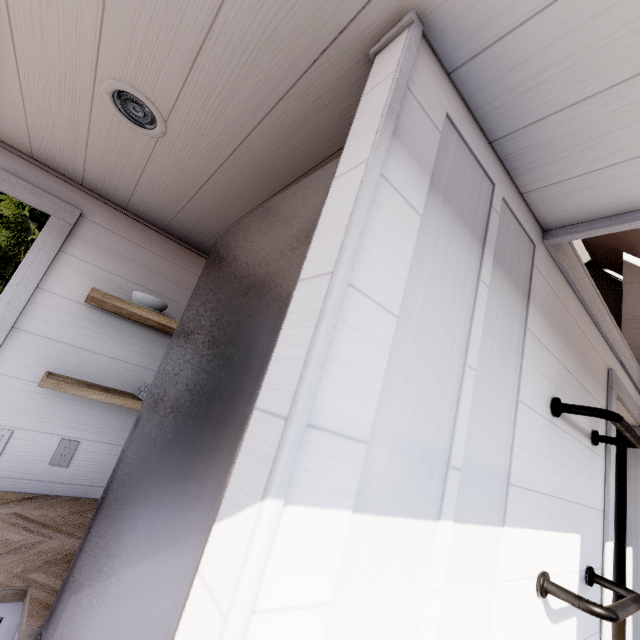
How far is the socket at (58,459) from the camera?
1.63m

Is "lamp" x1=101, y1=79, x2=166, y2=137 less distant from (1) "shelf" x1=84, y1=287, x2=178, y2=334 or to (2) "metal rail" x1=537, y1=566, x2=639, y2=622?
(1) "shelf" x1=84, y1=287, x2=178, y2=334

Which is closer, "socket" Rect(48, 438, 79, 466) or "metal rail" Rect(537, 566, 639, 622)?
"metal rail" Rect(537, 566, 639, 622)

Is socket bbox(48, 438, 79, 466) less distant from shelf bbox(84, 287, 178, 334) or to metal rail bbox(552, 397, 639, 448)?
shelf bbox(84, 287, 178, 334)

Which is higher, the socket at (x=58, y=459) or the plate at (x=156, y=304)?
the plate at (x=156, y=304)

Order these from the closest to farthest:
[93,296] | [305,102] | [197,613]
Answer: [197,613]
[305,102]
[93,296]

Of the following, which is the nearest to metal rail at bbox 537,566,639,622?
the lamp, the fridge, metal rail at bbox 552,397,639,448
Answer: metal rail at bbox 552,397,639,448

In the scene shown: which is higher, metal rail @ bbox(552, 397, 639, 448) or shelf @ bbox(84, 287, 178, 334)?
metal rail @ bbox(552, 397, 639, 448)
